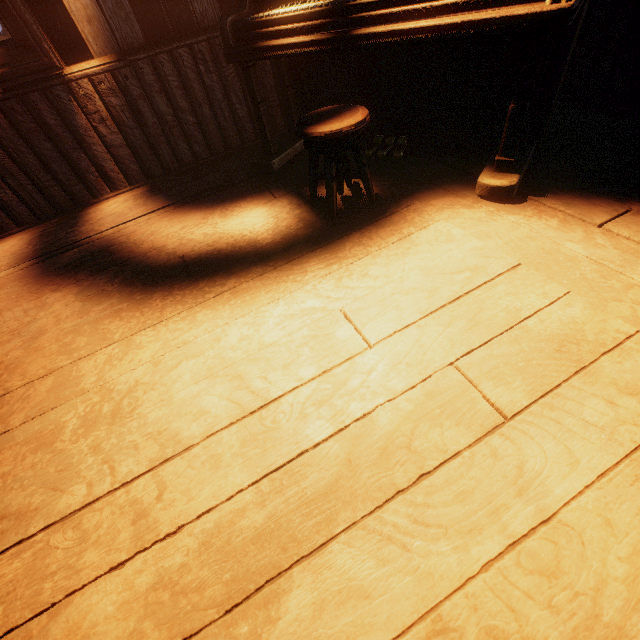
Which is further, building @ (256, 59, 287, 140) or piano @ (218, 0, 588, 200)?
building @ (256, 59, 287, 140)

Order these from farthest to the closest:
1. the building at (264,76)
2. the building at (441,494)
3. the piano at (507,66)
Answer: the building at (264,76) → the piano at (507,66) → the building at (441,494)

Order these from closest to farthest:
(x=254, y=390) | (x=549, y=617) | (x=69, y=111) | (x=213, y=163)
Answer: (x=549, y=617) < (x=254, y=390) < (x=69, y=111) < (x=213, y=163)

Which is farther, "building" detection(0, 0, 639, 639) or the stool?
the stool

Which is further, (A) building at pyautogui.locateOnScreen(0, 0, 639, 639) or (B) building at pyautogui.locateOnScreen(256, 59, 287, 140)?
(B) building at pyautogui.locateOnScreen(256, 59, 287, 140)

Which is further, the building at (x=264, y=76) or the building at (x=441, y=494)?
the building at (x=264, y=76)

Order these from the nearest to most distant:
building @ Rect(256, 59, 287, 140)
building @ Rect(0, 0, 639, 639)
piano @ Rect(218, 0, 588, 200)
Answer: building @ Rect(0, 0, 639, 639) → piano @ Rect(218, 0, 588, 200) → building @ Rect(256, 59, 287, 140)

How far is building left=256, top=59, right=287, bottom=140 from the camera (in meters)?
2.76
